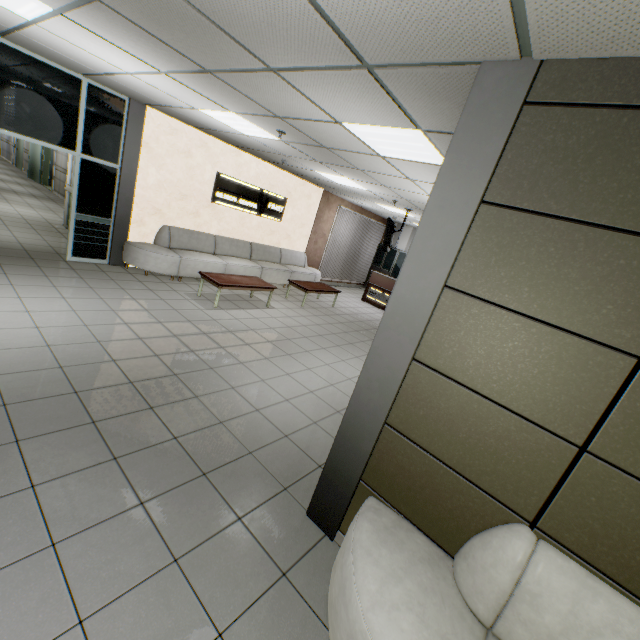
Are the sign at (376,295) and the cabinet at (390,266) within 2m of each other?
no

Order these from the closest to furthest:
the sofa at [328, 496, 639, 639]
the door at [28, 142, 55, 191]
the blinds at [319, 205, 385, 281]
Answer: the sofa at [328, 496, 639, 639], the blinds at [319, 205, 385, 281], the door at [28, 142, 55, 191]

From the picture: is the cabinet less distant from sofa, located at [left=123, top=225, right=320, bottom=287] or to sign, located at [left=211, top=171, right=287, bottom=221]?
sofa, located at [left=123, top=225, right=320, bottom=287]

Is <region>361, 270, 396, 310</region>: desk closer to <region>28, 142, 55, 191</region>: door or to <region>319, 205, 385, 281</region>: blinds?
<region>319, 205, 385, 281</region>: blinds

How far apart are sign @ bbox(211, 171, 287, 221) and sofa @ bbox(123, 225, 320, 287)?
0.8m

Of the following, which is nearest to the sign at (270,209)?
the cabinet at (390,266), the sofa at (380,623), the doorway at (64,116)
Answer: the doorway at (64,116)

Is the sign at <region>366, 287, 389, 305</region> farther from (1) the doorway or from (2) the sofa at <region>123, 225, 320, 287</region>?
(1) the doorway

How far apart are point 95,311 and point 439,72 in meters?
5.2
